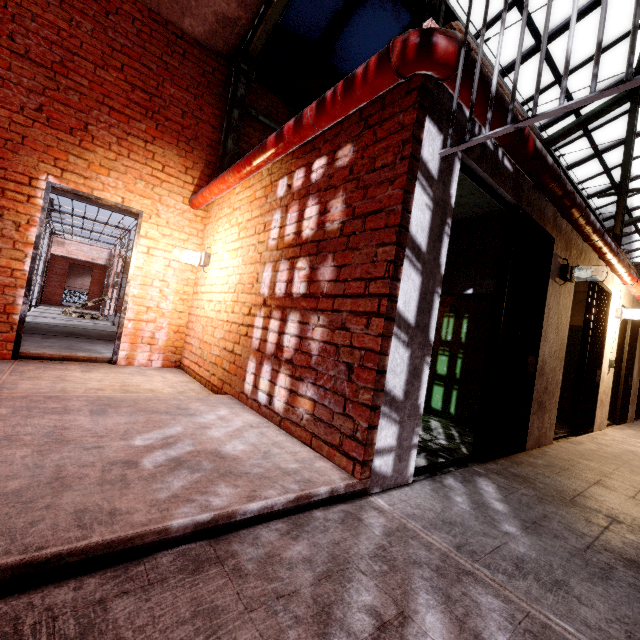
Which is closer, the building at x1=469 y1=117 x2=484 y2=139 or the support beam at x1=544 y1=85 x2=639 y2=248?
the building at x1=469 y1=117 x2=484 y2=139

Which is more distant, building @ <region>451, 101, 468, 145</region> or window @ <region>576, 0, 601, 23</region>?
window @ <region>576, 0, 601, 23</region>

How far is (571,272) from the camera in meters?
3.8

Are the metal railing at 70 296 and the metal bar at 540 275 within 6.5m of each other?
no

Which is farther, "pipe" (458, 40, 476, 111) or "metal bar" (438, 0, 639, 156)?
"pipe" (458, 40, 476, 111)

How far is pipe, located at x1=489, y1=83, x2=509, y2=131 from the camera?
2.0 meters

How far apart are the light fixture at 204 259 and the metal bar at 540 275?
2.9 meters

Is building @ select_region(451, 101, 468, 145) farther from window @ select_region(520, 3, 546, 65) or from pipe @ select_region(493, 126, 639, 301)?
window @ select_region(520, 3, 546, 65)
